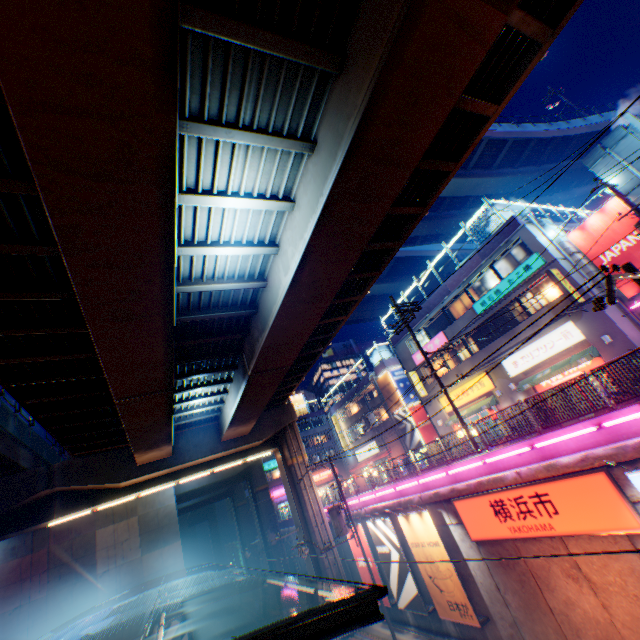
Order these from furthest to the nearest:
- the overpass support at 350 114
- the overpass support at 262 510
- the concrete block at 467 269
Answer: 1. the overpass support at 262 510
2. the concrete block at 467 269
3. the overpass support at 350 114

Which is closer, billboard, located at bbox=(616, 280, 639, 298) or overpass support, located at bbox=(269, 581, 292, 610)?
billboard, located at bbox=(616, 280, 639, 298)

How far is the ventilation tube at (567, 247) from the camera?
19.7m

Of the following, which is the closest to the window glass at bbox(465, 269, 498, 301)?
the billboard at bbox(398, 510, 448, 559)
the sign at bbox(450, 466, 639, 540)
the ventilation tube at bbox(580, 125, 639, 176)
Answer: the ventilation tube at bbox(580, 125, 639, 176)

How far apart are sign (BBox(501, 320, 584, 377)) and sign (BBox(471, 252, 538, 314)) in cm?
335

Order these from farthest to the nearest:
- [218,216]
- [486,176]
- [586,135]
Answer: [586,135]
[486,176]
[218,216]

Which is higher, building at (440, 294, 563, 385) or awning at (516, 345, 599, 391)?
building at (440, 294, 563, 385)

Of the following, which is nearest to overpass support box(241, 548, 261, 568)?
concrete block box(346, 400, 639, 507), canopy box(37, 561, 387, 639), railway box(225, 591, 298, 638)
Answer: railway box(225, 591, 298, 638)
